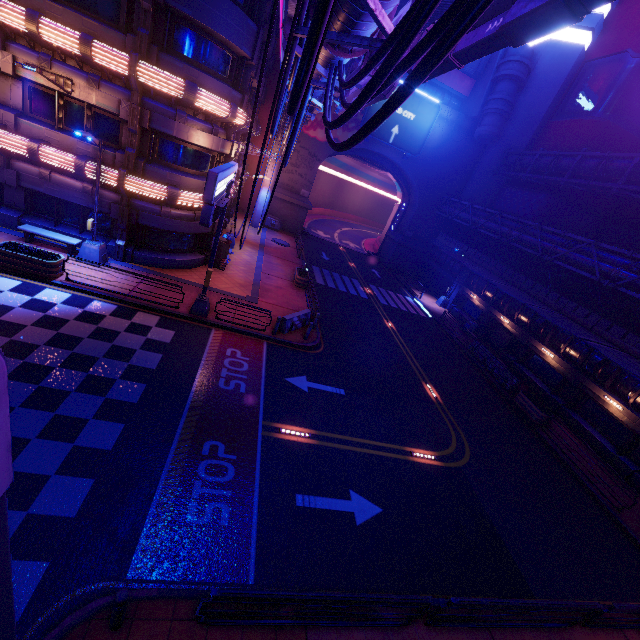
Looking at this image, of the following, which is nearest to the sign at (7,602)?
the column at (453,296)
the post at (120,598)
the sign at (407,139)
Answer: the post at (120,598)

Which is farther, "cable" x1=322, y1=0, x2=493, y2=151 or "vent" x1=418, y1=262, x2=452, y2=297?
"vent" x1=418, y1=262, x2=452, y2=297

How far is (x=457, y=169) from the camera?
38.44m

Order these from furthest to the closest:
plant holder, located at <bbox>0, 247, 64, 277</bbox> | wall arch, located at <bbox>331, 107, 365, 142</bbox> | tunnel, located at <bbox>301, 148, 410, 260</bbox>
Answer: tunnel, located at <bbox>301, 148, 410, 260</bbox>
wall arch, located at <bbox>331, 107, 365, 142</bbox>
plant holder, located at <bbox>0, 247, 64, 277</bbox>

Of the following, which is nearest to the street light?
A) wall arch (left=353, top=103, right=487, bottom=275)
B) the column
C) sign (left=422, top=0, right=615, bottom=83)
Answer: sign (left=422, top=0, right=615, bottom=83)

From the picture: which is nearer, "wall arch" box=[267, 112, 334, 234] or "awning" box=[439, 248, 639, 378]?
"awning" box=[439, 248, 639, 378]

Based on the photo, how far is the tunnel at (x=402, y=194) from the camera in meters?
39.5

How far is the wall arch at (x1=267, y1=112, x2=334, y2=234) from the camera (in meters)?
34.94
